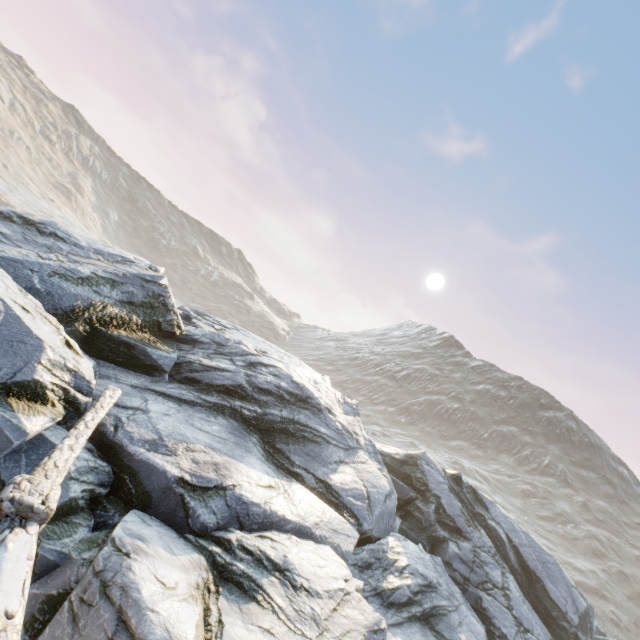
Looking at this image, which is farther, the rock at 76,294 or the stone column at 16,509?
the rock at 76,294

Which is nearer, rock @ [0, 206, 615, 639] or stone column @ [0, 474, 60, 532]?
stone column @ [0, 474, 60, 532]

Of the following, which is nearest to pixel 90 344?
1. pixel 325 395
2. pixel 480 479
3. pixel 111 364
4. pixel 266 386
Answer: pixel 111 364
